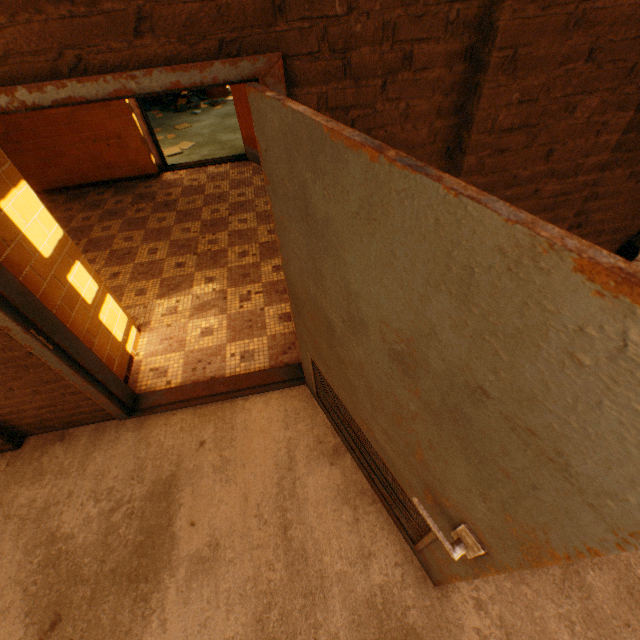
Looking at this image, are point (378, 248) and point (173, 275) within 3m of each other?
no

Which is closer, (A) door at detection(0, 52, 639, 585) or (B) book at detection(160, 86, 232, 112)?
(A) door at detection(0, 52, 639, 585)

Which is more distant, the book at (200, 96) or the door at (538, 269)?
the book at (200, 96)

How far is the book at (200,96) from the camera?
8.39m

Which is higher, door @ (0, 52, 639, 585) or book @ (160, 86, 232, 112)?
door @ (0, 52, 639, 585)

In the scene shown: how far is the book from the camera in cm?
839
